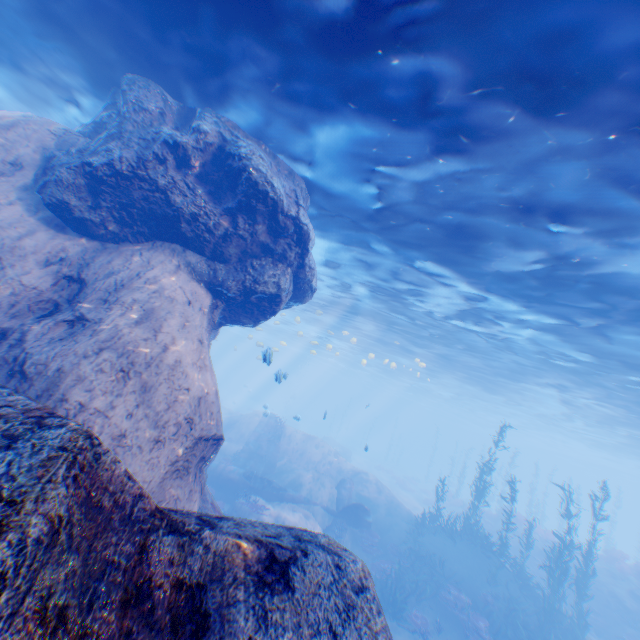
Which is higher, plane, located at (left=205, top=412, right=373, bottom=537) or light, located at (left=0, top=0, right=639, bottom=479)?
light, located at (left=0, top=0, right=639, bottom=479)

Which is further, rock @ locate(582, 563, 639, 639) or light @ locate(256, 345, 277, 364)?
rock @ locate(582, 563, 639, 639)

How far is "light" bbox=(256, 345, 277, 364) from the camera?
9.41m

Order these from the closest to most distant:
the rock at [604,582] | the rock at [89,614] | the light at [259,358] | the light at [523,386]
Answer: the rock at [89,614], the light at [523,386], the light at [259,358], the rock at [604,582]

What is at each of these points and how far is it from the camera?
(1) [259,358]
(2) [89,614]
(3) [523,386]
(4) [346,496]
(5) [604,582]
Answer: (1) light, 27.78m
(2) rock, 2.10m
(3) light, 25.12m
(4) plane, 18.80m
(5) rock, 19.30m

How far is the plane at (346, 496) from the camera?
17.4m

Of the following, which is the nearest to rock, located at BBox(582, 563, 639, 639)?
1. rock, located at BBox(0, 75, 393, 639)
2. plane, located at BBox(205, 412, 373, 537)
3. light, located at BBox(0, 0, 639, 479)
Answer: rock, located at BBox(0, 75, 393, 639)

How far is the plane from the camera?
17.36m
